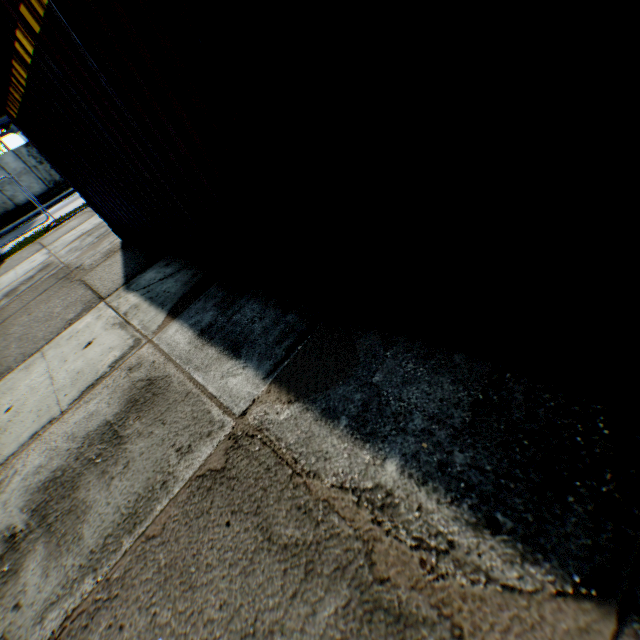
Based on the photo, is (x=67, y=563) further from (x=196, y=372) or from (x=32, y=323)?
(x=32, y=323)

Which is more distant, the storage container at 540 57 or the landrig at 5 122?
the landrig at 5 122

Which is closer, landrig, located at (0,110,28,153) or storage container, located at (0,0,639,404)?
storage container, located at (0,0,639,404)

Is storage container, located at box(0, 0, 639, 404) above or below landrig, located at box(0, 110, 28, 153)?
below

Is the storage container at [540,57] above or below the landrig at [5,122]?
below
